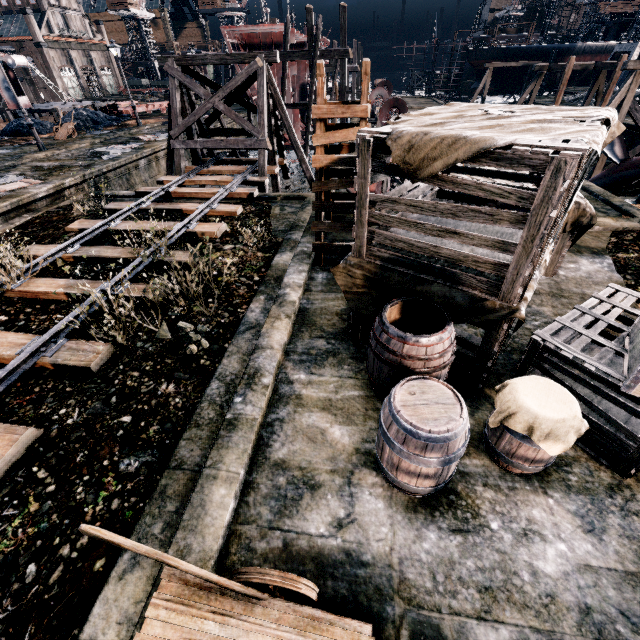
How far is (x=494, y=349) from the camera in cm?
449

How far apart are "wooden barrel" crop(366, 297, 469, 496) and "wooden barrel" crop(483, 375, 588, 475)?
0.4m

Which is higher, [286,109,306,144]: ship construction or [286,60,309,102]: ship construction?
[286,60,309,102]: ship construction

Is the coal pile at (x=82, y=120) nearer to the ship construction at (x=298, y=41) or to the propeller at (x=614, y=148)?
the ship construction at (x=298, y=41)

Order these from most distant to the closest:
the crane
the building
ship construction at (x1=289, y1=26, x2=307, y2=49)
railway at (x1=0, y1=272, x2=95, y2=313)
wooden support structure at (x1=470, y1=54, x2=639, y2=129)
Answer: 1. the building
2. the crane
3. ship construction at (x1=289, y1=26, x2=307, y2=49)
4. wooden support structure at (x1=470, y1=54, x2=639, y2=129)
5. railway at (x1=0, y1=272, x2=95, y2=313)

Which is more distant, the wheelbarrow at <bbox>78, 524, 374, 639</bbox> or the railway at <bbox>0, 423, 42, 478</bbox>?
the railway at <bbox>0, 423, 42, 478</bbox>

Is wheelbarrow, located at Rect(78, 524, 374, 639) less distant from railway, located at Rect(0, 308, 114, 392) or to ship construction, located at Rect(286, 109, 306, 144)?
railway, located at Rect(0, 308, 114, 392)

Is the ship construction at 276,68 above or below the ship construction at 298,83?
above
